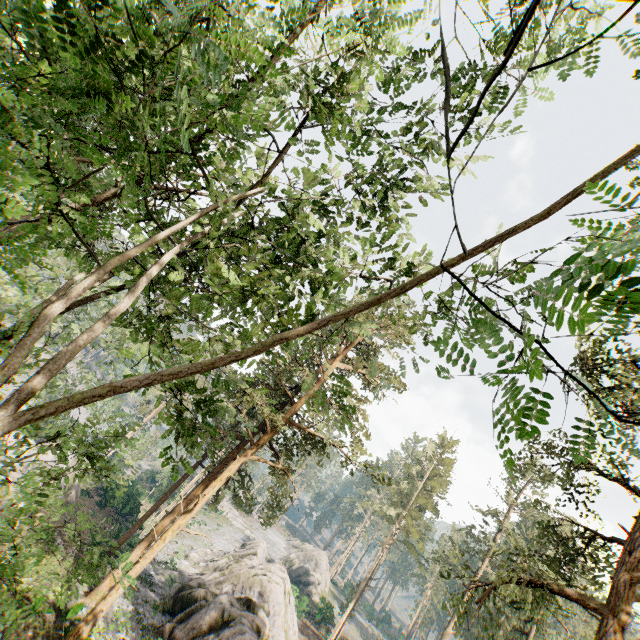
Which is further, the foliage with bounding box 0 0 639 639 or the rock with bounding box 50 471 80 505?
the rock with bounding box 50 471 80 505

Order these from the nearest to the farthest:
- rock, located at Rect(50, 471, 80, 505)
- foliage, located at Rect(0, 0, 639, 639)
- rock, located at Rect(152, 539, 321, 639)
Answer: foliage, located at Rect(0, 0, 639, 639) → rock, located at Rect(152, 539, 321, 639) → rock, located at Rect(50, 471, 80, 505)

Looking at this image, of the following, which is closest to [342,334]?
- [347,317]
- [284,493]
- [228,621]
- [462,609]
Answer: [284,493]

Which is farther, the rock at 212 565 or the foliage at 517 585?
the rock at 212 565

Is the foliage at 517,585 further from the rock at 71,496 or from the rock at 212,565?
the rock at 212,565

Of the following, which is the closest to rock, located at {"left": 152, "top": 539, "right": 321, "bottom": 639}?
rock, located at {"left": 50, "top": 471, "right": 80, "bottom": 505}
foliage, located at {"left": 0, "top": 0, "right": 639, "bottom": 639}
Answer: foliage, located at {"left": 0, "top": 0, "right": 639, "bottom": 639}

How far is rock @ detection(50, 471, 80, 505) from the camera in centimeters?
2222cm

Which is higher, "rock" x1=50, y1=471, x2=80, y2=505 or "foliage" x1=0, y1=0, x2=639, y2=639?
"foliage" x1=0, y1=0, x2=639, y2=639
